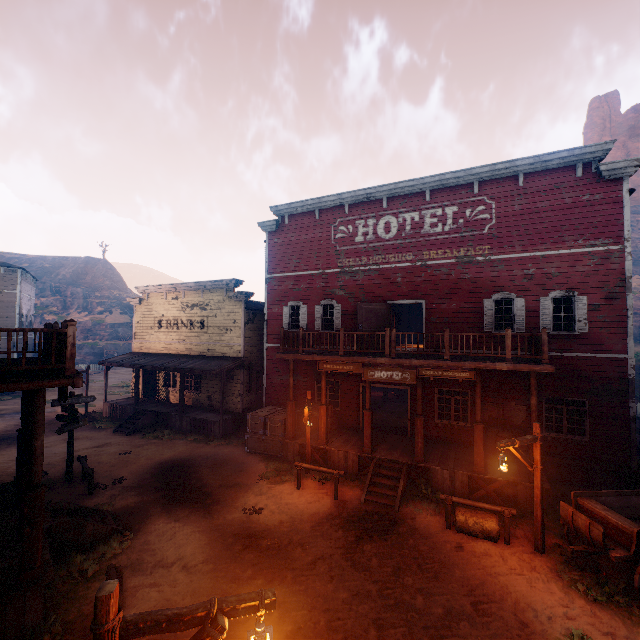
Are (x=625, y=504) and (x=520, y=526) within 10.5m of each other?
yes

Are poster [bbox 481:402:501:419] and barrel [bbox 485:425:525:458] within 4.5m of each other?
yes

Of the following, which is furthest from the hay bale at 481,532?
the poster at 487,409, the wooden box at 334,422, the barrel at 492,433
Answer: the wooden box at 334,422

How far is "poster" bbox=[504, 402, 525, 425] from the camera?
12.89m

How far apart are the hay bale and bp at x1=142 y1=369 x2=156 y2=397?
20.89m

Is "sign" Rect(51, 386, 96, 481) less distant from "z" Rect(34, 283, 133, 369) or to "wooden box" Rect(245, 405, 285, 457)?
"z" Rect(34, 283, 133, 369)

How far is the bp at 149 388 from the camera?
22.7m

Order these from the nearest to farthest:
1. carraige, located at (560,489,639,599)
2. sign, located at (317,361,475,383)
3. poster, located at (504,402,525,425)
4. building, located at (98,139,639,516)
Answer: carraige, located at (560,489,639,599), sign, located at (317,361,475,383), building, located at (98,139,639,516), poster, located at (504,402,525,425)
